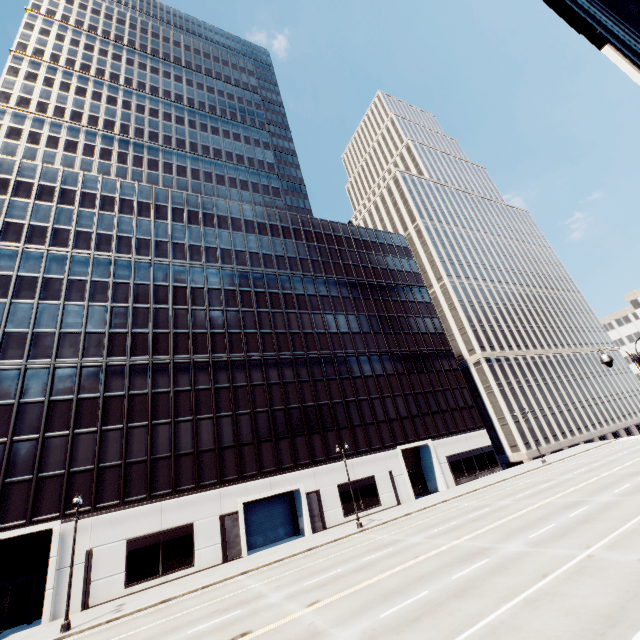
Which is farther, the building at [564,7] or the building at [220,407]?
the building at [220,407]

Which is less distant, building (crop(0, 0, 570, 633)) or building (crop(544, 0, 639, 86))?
building (crop(544, 0, 639, 86))

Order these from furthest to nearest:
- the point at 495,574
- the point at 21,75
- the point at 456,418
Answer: the point at 456,418, the point at 21,75, the point at 495,574
